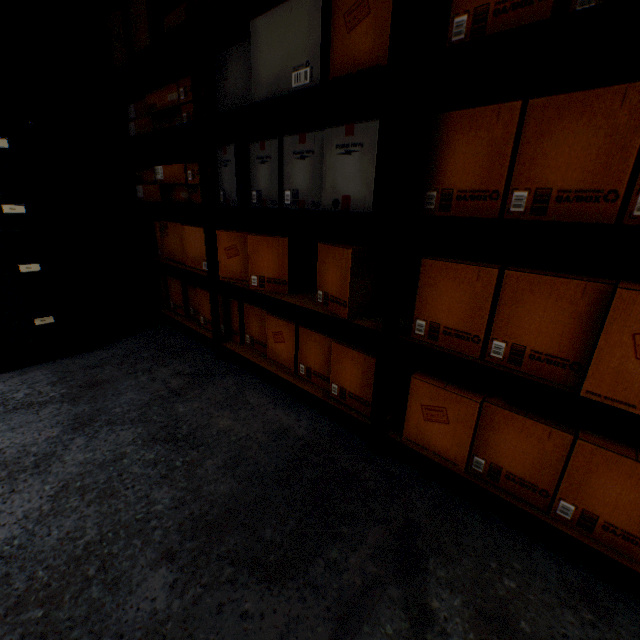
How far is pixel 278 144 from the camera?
1.4m

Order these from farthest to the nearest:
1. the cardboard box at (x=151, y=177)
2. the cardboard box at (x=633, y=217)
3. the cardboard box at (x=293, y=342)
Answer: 1. the cardboard box at (x=151, y=177)
2. the cardboard box at (x=293, y=342)
3. the cardboard box at (x=633, y=217)

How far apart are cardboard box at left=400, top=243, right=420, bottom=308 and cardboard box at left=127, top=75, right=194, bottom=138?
0.56m

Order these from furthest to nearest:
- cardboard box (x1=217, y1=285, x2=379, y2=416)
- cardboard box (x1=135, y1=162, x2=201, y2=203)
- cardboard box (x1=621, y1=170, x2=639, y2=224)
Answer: cardboard box (x1=135, y1=162, x2=201, y2=203) < cardboard box (x1=217, y1=285, x2=379, y2=416) < cardboard box (x1=621, y1=170, x2=639, y2=224)

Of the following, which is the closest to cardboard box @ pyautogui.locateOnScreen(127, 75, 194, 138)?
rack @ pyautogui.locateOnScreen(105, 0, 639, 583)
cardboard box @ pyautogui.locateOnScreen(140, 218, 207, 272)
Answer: rack @ pyautogui.locateOnScreen(105, 0, 639, 583)

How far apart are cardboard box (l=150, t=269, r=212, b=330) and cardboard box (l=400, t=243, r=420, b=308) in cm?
14

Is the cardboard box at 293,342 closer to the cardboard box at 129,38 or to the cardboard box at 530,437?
the cardboard box at 530,437

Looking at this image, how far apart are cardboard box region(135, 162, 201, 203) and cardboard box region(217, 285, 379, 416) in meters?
0.6 m
